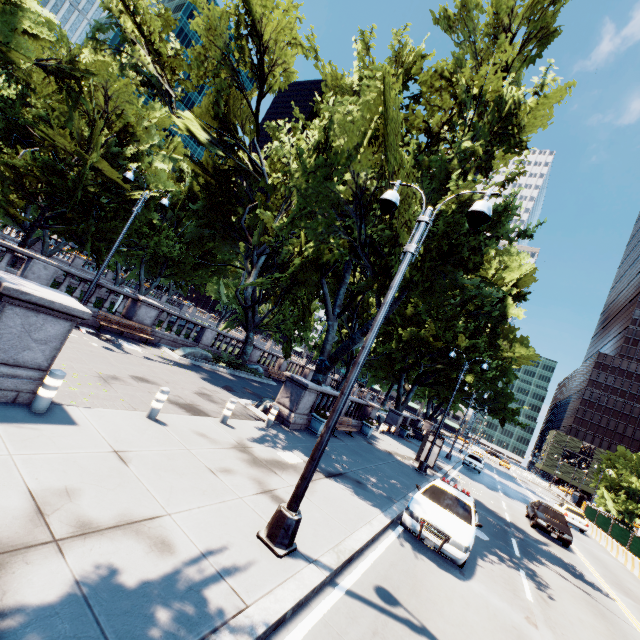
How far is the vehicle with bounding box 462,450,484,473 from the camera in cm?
3272

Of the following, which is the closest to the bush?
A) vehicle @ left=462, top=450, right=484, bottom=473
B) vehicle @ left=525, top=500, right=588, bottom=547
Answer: vehicle @ left=525, top=500, right=588, bottom=547

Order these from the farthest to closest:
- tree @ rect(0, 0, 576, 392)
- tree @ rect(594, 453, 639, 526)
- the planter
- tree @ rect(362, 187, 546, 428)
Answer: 1. tree @ rect(594, 453, 639, 526)
2. the planter
3. tree @ rect(362, 187, 546, 428)
4. tree @ rect(0, 0, 576, 392)

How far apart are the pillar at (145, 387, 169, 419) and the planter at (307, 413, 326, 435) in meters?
8.1 m

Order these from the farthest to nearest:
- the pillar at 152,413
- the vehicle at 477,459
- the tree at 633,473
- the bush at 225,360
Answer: the tree at 633,473, the vehicle at 477,459, the bush at 225,360, the pillar at 152,413

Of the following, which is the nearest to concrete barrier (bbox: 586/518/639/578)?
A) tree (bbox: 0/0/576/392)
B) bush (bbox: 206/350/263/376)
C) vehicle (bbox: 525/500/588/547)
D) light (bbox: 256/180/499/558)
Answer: vehicle (bbox: 525/500/588/547)

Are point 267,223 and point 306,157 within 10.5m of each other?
yes

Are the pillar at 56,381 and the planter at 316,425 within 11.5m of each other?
yes
